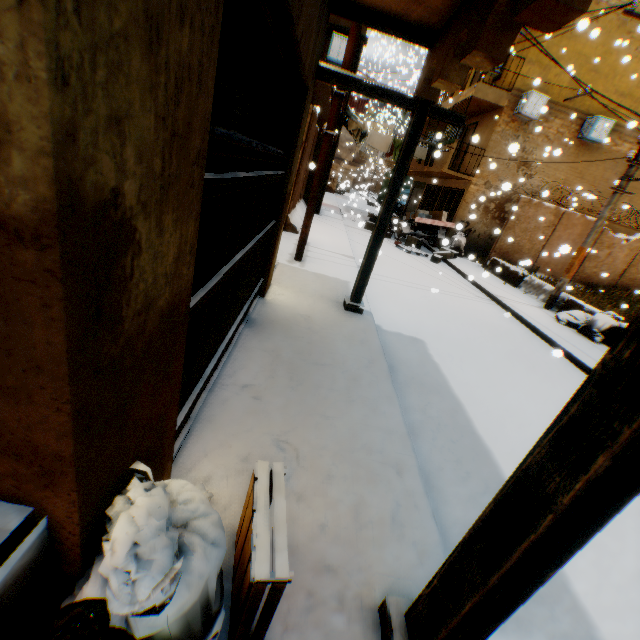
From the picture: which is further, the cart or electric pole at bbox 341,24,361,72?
the cart

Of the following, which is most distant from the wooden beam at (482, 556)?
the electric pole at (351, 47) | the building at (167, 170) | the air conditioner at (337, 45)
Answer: the air conditioner at (337, 45)

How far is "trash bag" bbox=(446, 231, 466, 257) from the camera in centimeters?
1564cm

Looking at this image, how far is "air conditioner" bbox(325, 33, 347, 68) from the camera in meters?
12.1

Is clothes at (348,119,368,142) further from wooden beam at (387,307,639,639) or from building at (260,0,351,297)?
wooden beam at (387,307,639,639)

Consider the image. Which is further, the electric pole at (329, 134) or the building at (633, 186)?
the building at (633, 186)

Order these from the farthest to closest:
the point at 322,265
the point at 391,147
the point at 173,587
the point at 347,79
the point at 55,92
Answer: the point at 391,147, the point at 322,265, the point at 347,79, the point at 173,587, the point at 55,92

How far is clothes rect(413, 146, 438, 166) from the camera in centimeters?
1466cm
